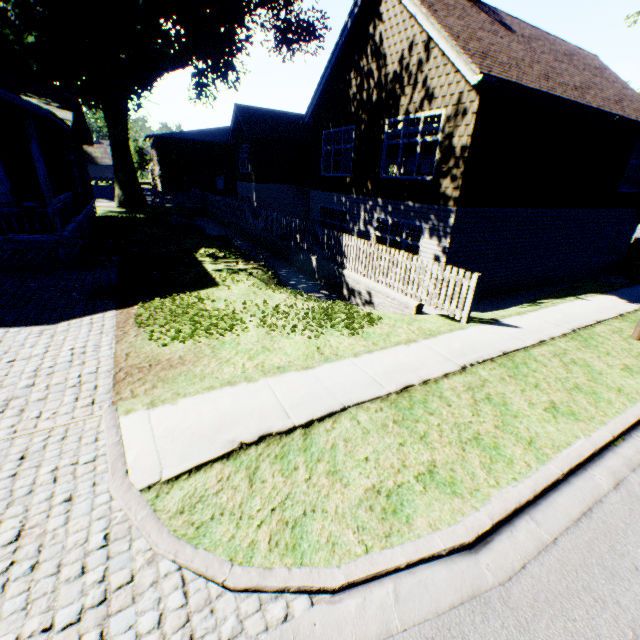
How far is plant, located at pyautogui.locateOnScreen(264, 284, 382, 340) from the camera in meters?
7.3

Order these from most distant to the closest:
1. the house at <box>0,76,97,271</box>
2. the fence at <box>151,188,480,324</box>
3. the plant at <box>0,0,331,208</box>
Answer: the plant at <box>0,0,331,208</box>
the house at <box>0,76,97,271</box>
the fence at <box>151,188,480,324</box>

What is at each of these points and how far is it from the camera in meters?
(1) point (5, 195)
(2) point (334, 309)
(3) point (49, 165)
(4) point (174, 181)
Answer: (1) door, 12.9 m
(2) plant, 8.5 m
(3) house, 13.2 m
(4) plant, 38.9 m

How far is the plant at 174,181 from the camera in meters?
38.3

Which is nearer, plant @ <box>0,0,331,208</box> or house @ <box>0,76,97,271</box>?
house @ <box>0,76,97,271</box>

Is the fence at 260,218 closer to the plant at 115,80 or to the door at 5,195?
the plant at 115,80
